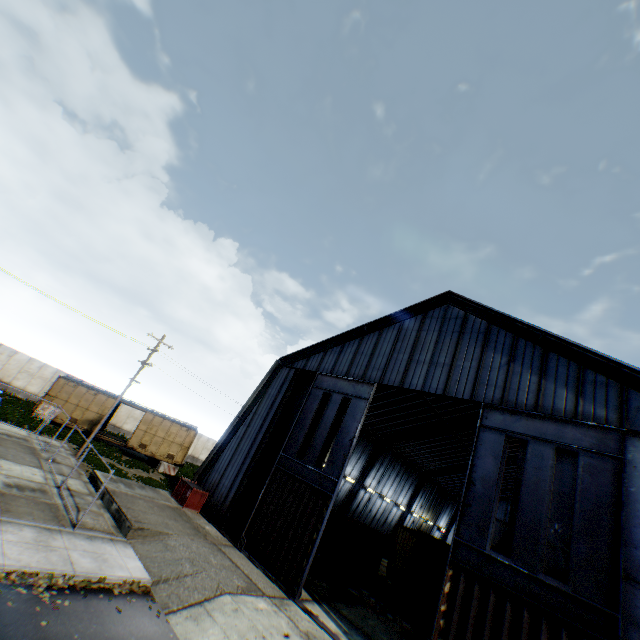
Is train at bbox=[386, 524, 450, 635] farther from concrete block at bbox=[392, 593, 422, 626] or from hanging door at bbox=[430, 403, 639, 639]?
hanging door at bbox=[430, 403, 639, 639]

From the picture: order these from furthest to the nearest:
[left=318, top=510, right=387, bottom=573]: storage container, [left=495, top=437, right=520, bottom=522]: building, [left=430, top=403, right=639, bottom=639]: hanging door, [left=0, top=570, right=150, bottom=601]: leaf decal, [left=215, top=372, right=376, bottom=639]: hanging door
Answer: [left=495, top=437, right=520, bottom=522]: building < [left=318, top=510, right=387, bottom=573]: storage container < [left=215, top=372, right=376, bottom=639]: hanging door < [left=430, top=403, right=639, bottom=639]: hanging door < [left=0, top=570, right=150, bottom=601]: leaf decal

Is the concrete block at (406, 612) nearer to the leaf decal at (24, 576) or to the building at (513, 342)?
the building at (513, 342)

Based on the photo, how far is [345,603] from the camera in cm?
1666

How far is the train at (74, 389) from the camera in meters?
27.4

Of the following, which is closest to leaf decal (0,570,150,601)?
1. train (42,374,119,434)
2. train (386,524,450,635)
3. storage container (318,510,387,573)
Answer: storage container (318,510,387,573)

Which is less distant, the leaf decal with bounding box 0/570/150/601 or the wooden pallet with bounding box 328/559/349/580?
the leaf decal with bounding box 0/570/150/601

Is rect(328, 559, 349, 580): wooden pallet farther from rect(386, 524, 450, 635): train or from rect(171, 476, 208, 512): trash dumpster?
rect(171, 476, 208, 512): trash dumpster
